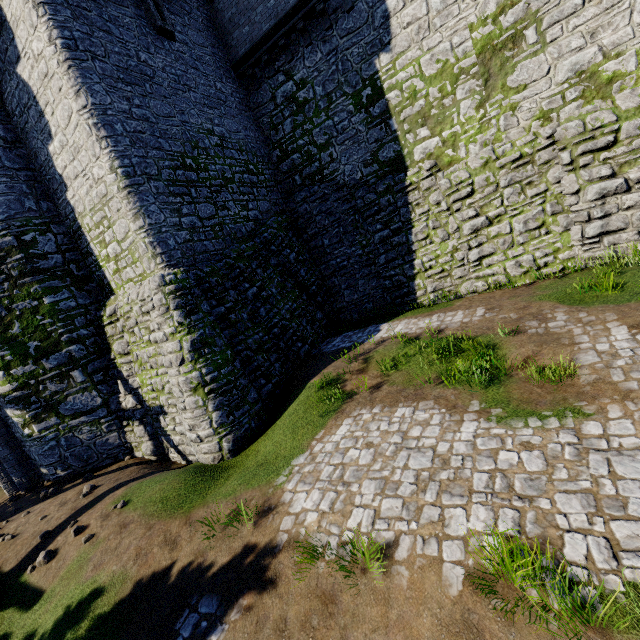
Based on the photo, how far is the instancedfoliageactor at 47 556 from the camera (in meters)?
7.16

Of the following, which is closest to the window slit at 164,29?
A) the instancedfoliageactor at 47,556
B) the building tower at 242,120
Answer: the building tower at 242,120

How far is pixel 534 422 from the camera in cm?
545

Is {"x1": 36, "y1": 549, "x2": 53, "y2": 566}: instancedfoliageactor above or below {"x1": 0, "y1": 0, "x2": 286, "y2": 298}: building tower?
below

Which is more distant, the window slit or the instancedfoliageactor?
the window slit

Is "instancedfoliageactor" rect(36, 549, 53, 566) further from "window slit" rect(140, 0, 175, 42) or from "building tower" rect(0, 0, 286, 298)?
"window slit" rect(140, 0, 175, 42)

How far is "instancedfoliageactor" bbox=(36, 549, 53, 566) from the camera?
7.2m
